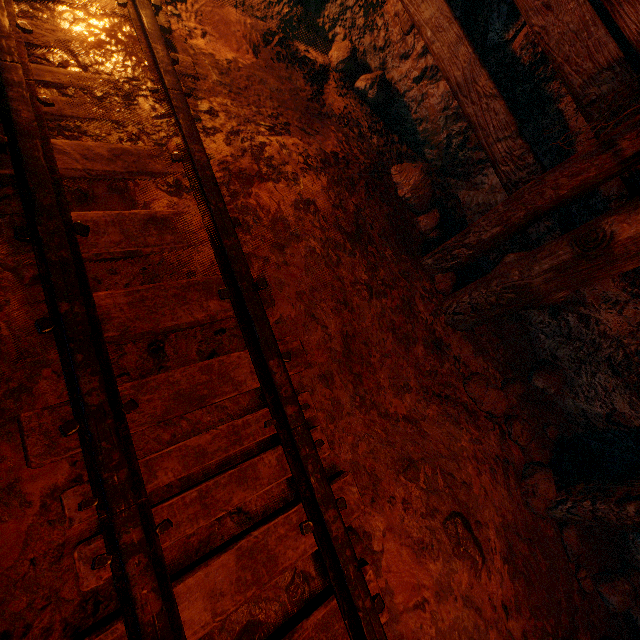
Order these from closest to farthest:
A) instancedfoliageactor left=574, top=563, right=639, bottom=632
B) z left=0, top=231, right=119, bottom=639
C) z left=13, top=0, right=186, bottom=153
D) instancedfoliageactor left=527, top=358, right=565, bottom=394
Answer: z left=0, top=231, right=119, bottom=639 → z left=13, top=0, right=186, bottom=153 → instancedfoliageactor left=574, top=563, right=639, bottom=632 → instancedfoliageactor left=527, top=358, right=565, bottom=394

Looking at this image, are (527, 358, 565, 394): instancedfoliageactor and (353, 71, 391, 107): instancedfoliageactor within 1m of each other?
no

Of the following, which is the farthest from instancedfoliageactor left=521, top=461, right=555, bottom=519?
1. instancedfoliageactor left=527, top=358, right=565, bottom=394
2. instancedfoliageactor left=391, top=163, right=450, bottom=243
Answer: instancedfoliageactor left=391, top=163, right=450, bottom=243

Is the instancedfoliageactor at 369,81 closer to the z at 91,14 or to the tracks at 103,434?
the z at 91,14

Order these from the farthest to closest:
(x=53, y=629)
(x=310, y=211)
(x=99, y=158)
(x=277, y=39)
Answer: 1. (x=277, y=39)
2. (x=310, y=211)
3. (x=99, y=158)
4. (x=53, y=629)

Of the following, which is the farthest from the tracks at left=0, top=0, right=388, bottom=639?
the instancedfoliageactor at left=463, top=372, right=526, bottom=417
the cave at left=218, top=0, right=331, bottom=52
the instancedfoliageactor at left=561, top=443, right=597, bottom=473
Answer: the instancedfoliageactor at left=561, top=443, right=597, bottom=473

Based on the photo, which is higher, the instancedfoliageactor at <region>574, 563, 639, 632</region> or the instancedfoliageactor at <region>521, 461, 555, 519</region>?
the instancedfoliageactor at <region>521, 461, 555, 519</region>

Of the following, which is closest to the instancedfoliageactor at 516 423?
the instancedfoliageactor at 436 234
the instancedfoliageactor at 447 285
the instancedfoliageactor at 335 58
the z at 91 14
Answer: the z at 91 14
